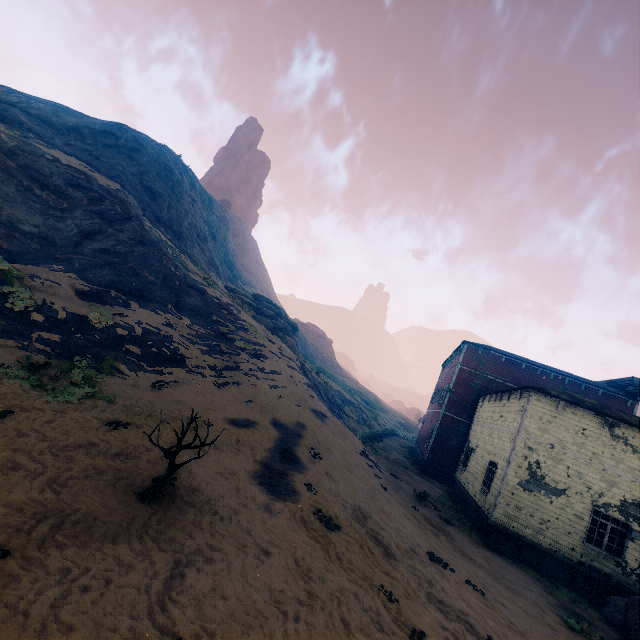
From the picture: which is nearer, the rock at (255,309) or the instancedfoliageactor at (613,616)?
the instancedfoliageactor at (613,616)

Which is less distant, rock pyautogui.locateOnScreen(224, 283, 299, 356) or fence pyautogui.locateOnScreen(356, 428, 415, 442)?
fence pyautogui.locateOnScreen(356, 428, 415, 442)

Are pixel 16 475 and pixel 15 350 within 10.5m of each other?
yes

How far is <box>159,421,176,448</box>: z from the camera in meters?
9.6 m

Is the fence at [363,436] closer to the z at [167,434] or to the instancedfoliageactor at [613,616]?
the z at [167,434]

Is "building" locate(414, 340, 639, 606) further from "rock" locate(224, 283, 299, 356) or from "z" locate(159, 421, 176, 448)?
"rock" locate(224, 283, 299, 356)

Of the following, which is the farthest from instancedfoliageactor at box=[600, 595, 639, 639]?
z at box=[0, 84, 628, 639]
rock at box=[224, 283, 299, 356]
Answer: rock at box=[224, 283, 299, 356]

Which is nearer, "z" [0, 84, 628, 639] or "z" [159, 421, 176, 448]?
"z" [0, 84, 628, 639]
